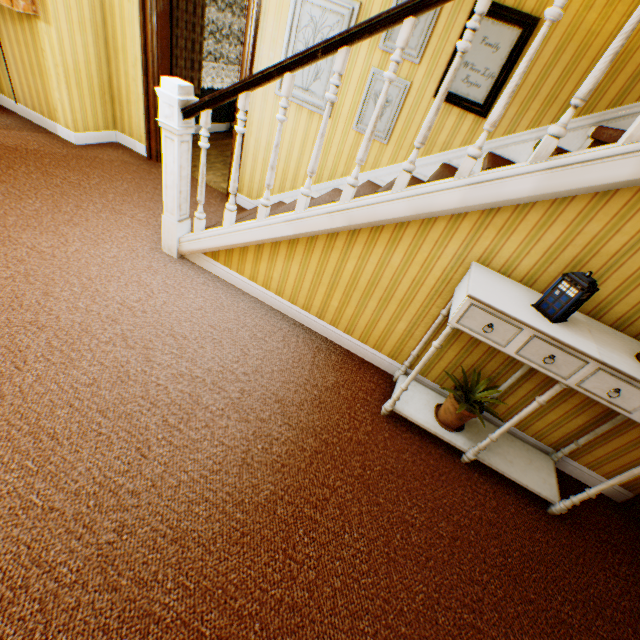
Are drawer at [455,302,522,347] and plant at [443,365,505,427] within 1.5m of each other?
yes

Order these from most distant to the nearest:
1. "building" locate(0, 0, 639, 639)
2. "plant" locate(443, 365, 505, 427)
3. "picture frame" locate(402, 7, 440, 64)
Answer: "picture frame" locate(402, 7, 440, 64) < "plant" locate(443, 365, 505, 427) < "building" locate(0, 0, 639, 639)

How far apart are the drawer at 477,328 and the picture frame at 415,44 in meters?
2.7 m

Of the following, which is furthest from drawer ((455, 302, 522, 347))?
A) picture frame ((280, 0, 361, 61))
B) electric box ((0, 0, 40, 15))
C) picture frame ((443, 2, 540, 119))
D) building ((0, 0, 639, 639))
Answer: electric box ((0, 0, 40, 15))

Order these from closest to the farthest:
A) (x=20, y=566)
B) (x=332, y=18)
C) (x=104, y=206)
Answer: (x=20, y=566) < (x=332, y=18) < (x=104, y=206)

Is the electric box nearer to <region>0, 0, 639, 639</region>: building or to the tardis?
<region>0, 0, 639, 639</region>: building

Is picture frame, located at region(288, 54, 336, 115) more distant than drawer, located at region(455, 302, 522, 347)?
Yes

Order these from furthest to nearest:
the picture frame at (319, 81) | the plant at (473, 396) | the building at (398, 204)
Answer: the picture frame at (319, 81) < the plant at (473, 396) < the building at (398, 204)
